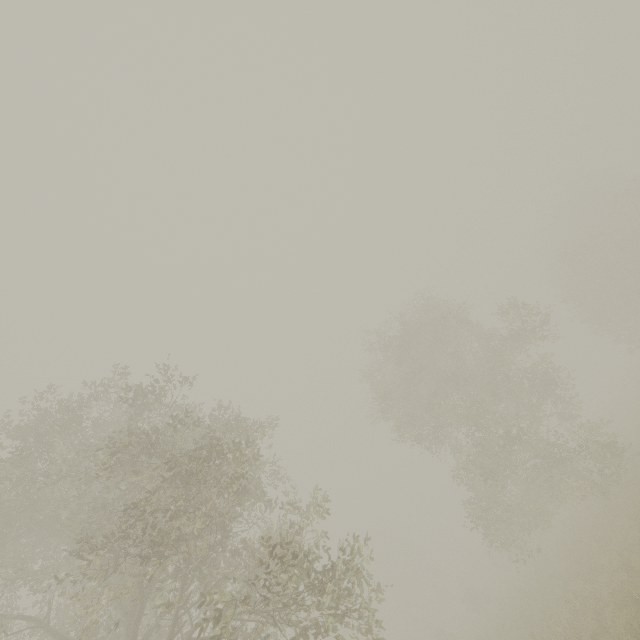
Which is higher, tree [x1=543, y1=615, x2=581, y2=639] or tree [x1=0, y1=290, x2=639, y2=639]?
tree [x1=0, y1=290, x2=639, y2=639]

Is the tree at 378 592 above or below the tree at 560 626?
above

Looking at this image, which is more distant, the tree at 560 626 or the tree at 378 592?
the tree at 560 626

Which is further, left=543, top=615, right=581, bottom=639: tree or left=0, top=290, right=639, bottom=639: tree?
left=543, top=615, right=581, bottom=639: tree

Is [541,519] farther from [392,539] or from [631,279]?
[392,539]
